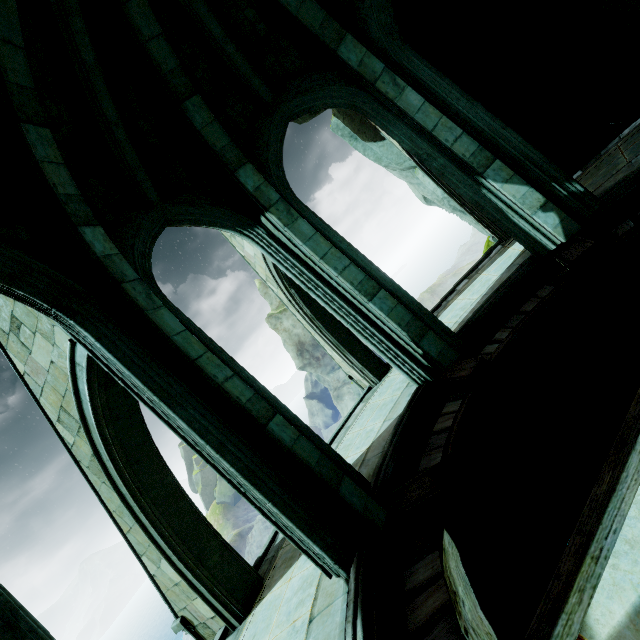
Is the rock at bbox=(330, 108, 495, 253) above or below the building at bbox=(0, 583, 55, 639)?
above

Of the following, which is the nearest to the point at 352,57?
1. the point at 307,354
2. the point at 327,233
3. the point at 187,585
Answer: the point at 327,233

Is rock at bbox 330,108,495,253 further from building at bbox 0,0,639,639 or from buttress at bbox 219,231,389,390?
buttress at bbox 219,231,389,390

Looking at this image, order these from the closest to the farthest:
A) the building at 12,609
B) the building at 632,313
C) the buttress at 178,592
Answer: the building at 12,609 → the building at 632,313 → the buttress at 178,592

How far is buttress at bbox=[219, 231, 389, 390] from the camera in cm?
835

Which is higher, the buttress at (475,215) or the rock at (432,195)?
the rock at (432,195)

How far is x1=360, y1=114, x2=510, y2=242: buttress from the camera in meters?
8.6 m

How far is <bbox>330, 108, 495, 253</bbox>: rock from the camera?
9.28m
